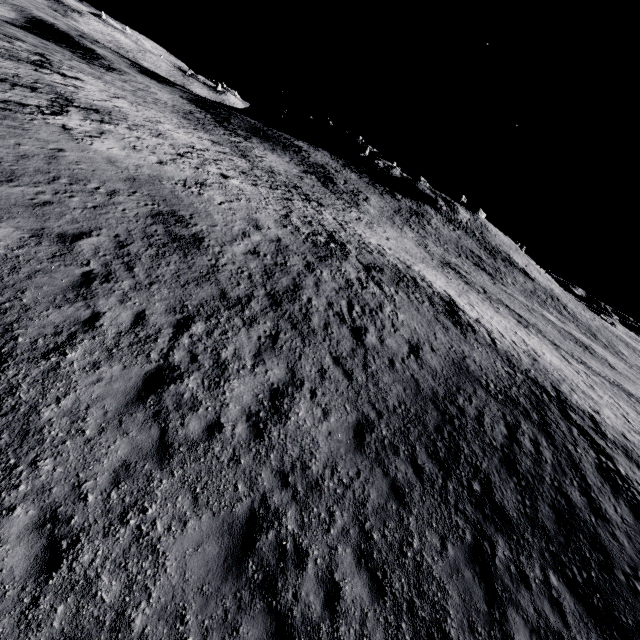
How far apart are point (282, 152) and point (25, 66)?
41.2 meters
